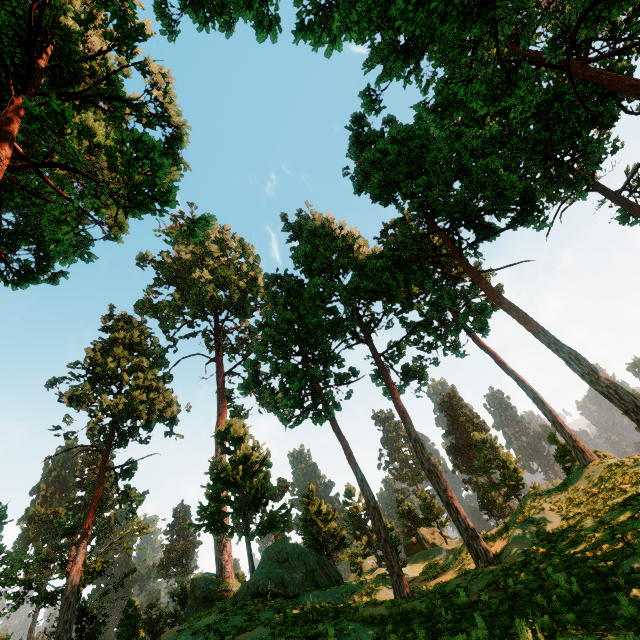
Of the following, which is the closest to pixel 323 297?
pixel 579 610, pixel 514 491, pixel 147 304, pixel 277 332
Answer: pixel 277 332

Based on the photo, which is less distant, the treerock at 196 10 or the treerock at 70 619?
the treerock at 196 10

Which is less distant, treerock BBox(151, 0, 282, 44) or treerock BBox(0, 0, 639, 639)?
treerock BBox(151, 0, 282, 44)
